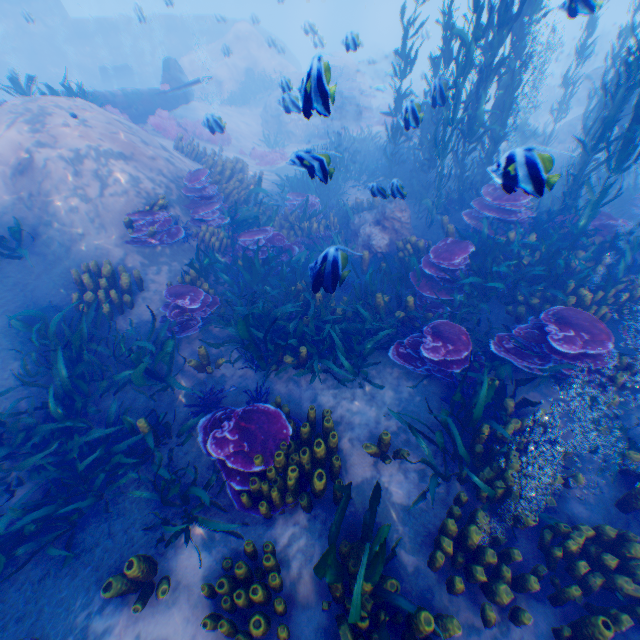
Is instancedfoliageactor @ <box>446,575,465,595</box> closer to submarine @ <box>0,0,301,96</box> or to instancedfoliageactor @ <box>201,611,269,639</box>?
instancedfoliageactor @ <box>201,611,269,639</box>

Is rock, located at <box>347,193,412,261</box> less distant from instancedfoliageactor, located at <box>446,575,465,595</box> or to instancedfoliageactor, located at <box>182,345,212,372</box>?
instancedfoliageactor, located at <box>182,345,212,372</box>

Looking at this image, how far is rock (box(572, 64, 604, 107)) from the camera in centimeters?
1956cm

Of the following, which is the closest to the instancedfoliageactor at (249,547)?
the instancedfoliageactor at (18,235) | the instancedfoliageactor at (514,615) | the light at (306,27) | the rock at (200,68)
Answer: the rock at (200,68)

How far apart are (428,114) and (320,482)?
11.2 meters

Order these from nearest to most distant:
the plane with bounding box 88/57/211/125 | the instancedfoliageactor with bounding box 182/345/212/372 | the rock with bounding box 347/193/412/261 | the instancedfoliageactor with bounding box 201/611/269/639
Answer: the instancedfoliageactor with bounding box 201/611/269/639 < the instancedfoliageactor with bounding box 182/345/212/372 < the rock with bounding box 347/193/412/261 < the plane with bounding box 88/57/211/125

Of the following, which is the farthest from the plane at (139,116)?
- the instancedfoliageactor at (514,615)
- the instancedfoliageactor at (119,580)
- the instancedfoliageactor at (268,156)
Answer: the instancedfoliageactor at (514,615)

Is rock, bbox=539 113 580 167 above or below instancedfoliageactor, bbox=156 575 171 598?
above
